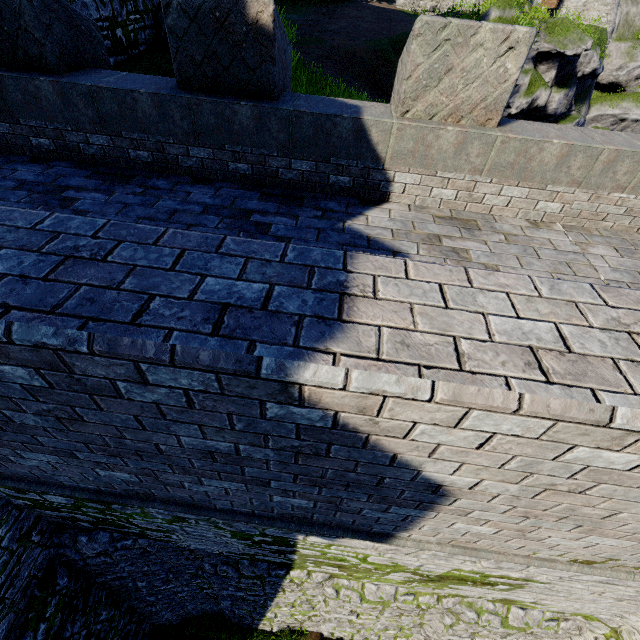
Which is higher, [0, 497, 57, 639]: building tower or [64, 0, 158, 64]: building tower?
[64, 0, 158, 64]: building tower

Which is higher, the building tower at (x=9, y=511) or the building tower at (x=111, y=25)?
the building tower at (x=111, y=25)

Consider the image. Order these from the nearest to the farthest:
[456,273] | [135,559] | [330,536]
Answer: [456,273]
[330,536]
[135,559]
